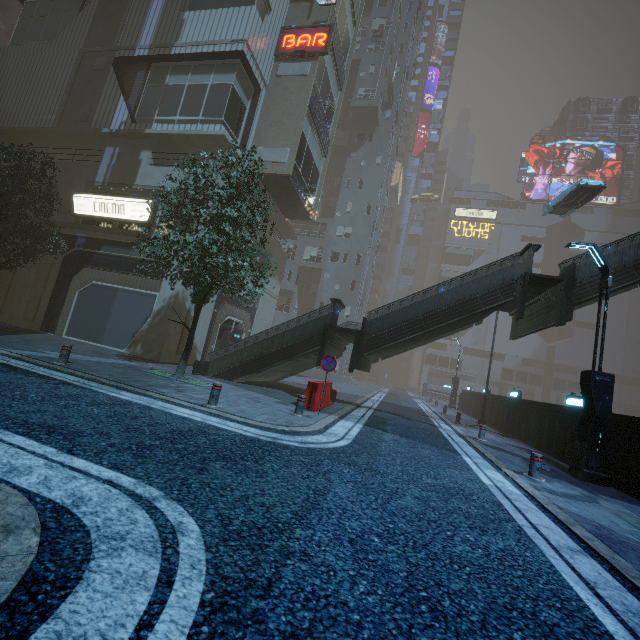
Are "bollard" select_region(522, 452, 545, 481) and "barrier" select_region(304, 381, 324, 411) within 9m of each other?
yes

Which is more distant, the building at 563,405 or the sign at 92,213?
the sign at 92,213

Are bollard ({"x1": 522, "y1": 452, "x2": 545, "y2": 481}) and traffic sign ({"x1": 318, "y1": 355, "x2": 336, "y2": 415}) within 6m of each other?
yes

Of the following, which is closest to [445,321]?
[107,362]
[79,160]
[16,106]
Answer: [107,362]

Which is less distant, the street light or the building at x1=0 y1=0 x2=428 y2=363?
the street light

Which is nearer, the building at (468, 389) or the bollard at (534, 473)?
the bollard at (534, 473)

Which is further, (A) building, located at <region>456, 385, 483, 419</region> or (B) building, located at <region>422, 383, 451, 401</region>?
(B) building, located at <region>422, 383, 451, 401</region>

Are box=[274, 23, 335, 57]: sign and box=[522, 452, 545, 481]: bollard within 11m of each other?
no
